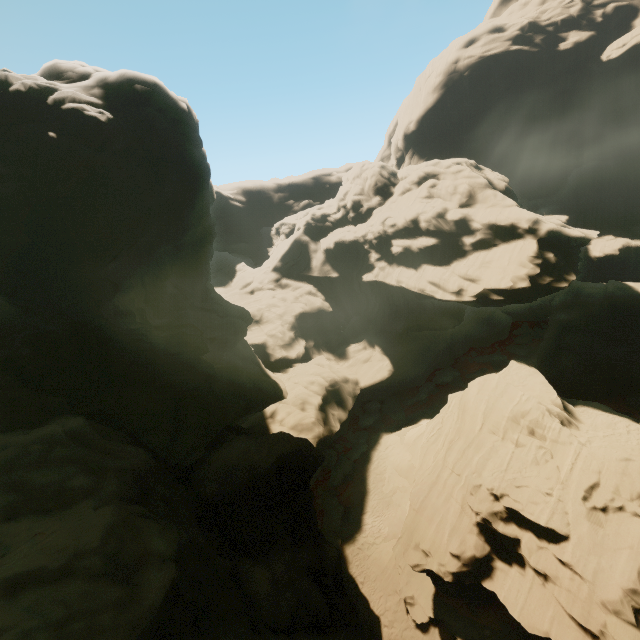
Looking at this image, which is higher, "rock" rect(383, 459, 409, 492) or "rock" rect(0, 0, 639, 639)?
"rock" rect(0, 0, 639, 639)

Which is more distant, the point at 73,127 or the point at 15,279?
the point at 73,127

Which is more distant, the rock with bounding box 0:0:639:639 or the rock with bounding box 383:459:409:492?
the rock with bounding box 383:459:409:492

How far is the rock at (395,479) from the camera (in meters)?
26.02

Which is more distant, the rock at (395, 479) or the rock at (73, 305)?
the rock at (395, 479)

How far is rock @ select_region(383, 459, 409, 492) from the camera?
26.0m
